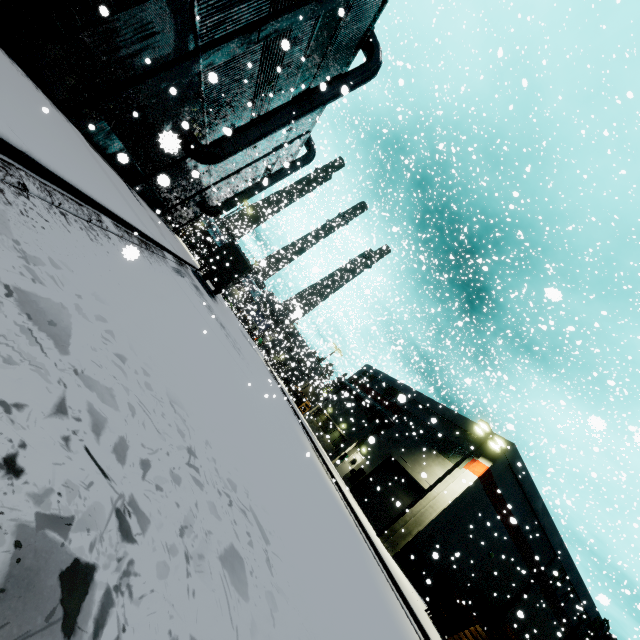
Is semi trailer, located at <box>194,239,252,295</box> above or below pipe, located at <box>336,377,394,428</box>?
below

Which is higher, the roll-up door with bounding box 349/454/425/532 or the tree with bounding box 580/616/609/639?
the tree with bounding box 580/616/609/639

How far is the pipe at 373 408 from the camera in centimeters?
3017cm

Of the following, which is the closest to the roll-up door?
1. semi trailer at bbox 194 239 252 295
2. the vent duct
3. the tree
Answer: semi trailer at bbox 194 239 252 295

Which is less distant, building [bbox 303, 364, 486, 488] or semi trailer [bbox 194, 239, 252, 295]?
building [bbox 303, 364, 486, 488]

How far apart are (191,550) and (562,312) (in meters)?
19.08

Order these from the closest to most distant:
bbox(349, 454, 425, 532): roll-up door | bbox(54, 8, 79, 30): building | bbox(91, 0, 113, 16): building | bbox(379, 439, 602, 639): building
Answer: bbox(91, 0, 113, 16): building < bbox(54, 8, 79, 30): building < bbox(379, 439, 602, 639): building < bbox(349, 454, 425, 532): roll-up door

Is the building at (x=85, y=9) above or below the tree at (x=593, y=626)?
below
